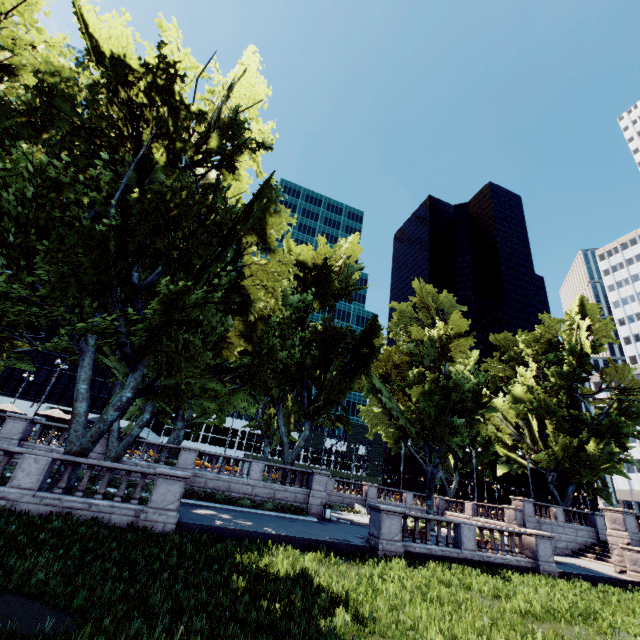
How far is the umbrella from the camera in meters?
26.7

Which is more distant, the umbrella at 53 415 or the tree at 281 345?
the umbrella at 53 415

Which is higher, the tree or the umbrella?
the tree

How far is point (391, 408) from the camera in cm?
2708

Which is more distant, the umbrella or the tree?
A: the umbrella

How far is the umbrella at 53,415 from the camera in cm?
2667
